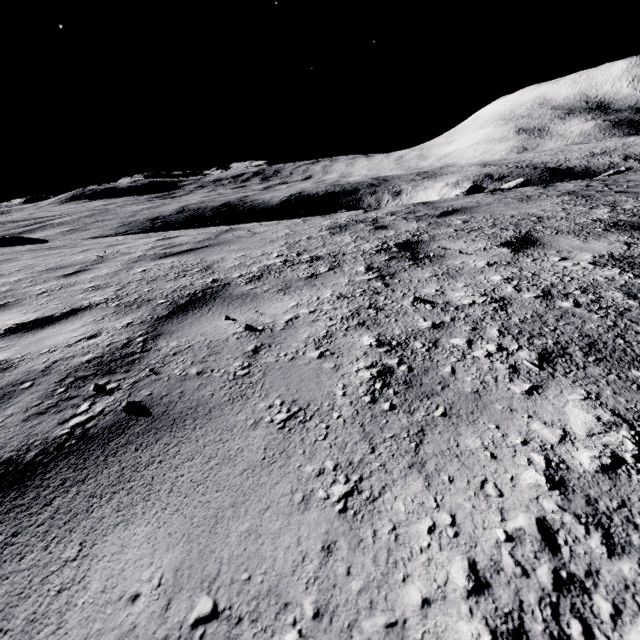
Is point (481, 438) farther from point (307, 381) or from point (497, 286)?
point (497, 286)

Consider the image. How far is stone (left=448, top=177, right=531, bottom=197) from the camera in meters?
11.1

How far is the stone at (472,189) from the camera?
11.1m
